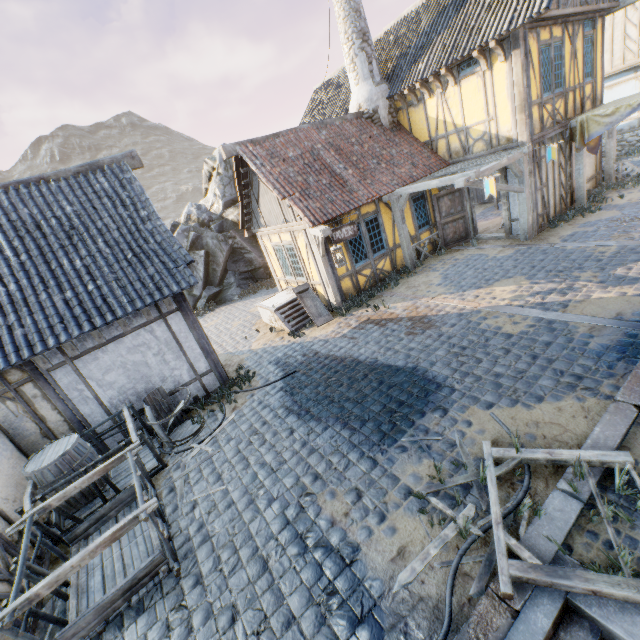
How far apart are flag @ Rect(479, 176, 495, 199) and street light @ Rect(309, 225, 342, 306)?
3.9m

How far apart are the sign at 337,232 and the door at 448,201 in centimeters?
410cm

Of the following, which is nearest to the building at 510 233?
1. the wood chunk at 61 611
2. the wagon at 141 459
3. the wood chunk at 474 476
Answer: the wood chunk at 474 476

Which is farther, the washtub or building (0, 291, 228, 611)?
the washtub

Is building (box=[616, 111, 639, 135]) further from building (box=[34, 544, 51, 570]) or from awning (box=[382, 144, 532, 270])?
building (box=[34, 544, 51, 570])

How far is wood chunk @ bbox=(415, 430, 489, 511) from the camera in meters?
3.9

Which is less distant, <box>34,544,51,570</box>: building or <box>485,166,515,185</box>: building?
<box>34,544,51,570</box>: building

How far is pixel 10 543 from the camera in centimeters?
471cm
